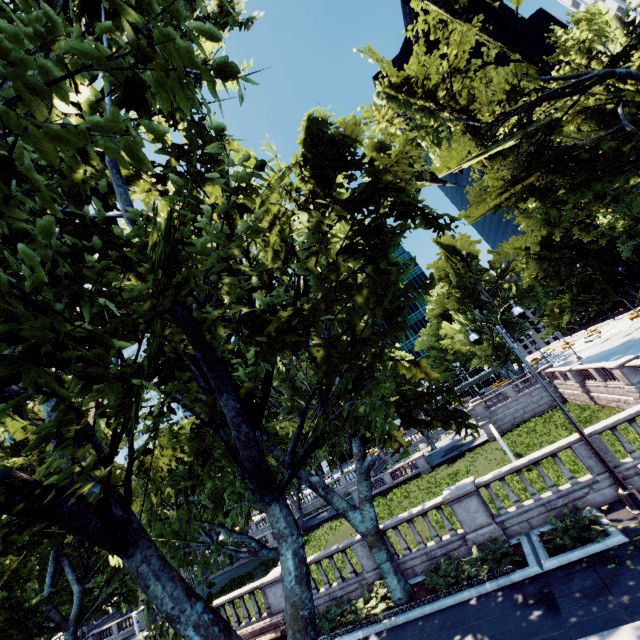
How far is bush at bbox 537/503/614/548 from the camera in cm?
969

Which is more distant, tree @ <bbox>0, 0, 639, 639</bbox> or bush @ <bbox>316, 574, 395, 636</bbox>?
bush @ <bbox>316, 574, 395, 636</bbox>

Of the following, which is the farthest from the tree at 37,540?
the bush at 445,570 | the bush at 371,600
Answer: the bush at 445,570

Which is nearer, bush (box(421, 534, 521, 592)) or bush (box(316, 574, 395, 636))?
bush (box(421, 534, 521, 592))

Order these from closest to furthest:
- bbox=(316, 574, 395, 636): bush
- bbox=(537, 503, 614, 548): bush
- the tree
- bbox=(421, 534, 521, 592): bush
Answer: the tree < bbox=(537, 503, 614, 548): bush < bbox=(421, 534, 521, 592): bush < bbox=(316, 574, 395, 636): bush

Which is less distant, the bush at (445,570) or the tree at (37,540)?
the tree at (37,540)

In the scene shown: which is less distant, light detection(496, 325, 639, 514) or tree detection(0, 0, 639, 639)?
tree detection(0, 0, 639, 639)

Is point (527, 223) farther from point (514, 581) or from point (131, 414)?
point (131, 414)
